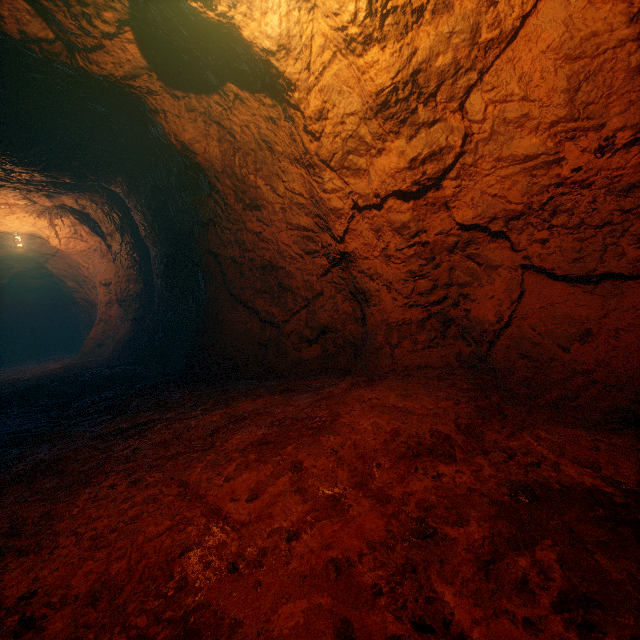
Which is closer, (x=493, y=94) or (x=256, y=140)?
(x=493, y=94)
